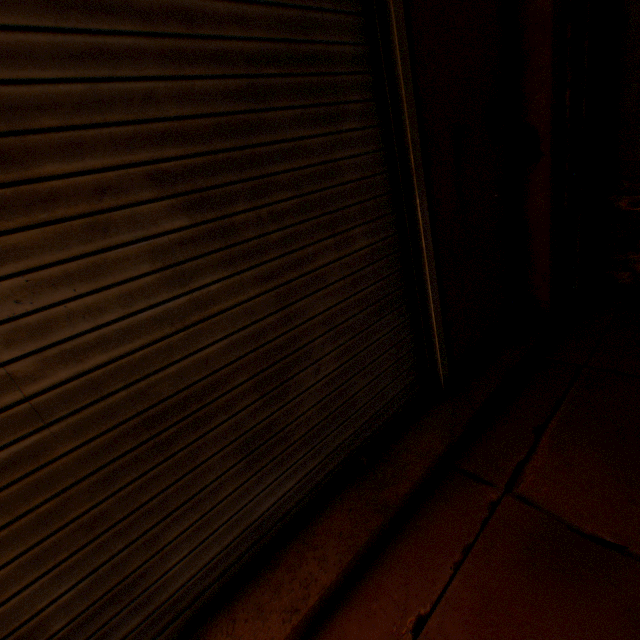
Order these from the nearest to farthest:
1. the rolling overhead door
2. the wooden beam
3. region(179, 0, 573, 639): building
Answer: the rolling overhead door, region(179, 0, 573, 639): building, the wooden beam

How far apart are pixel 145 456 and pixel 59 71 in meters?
1.2

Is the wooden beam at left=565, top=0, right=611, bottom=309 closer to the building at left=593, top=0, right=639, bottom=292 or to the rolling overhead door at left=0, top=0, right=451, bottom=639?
the building at left=593, top=0, right=639, bottom=292

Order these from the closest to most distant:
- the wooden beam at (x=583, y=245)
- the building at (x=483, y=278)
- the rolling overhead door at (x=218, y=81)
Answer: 1. the rolling overhead door at (x=218, y=81)
2. the building at (x=483, y=278)
3. the wooden beam at (x=583, y=245)

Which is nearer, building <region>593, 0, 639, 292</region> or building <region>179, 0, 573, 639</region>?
building <region>179, 0, 573, 639</region>

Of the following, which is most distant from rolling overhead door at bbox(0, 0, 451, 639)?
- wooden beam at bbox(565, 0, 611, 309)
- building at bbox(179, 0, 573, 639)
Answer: wooden beam at bbox(565, 0, 611, 309)

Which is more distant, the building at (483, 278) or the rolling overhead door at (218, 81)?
the building at (483, 278)
